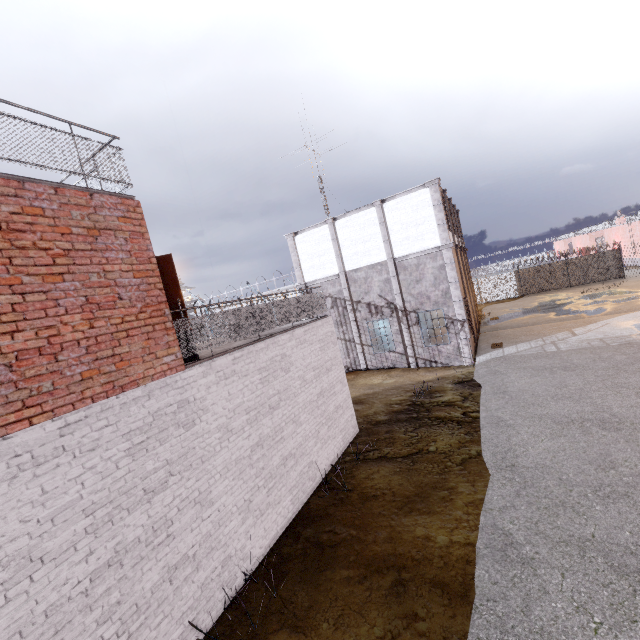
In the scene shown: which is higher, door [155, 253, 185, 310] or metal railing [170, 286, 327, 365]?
door [155, 253, 185, 310]

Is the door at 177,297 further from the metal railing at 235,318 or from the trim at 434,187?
the trim at 434,187

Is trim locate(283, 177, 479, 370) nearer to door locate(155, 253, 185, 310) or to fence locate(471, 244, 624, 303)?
fence locate(471, 244, 624, 303)

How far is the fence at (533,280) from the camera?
30.0 meters

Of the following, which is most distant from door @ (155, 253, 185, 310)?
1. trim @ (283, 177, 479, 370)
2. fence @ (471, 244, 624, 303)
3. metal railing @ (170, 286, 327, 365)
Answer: trim @ (283, 177, 479, 370)

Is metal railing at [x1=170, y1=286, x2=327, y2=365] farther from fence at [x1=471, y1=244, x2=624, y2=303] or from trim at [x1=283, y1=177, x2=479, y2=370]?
trim at [x1=283, y1=177, x2=479, y2=370]

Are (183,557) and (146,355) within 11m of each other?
yes

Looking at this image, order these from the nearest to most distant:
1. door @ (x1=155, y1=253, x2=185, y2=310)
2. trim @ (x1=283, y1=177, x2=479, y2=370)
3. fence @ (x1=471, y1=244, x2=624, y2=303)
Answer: door @ (x1=155, y1=253, x2=185, y2=310) < trim @ (x1=283, y1=177, x2=479, y2=370) < fence @ (x1=471, y1=244, x2=624, y2=303)
